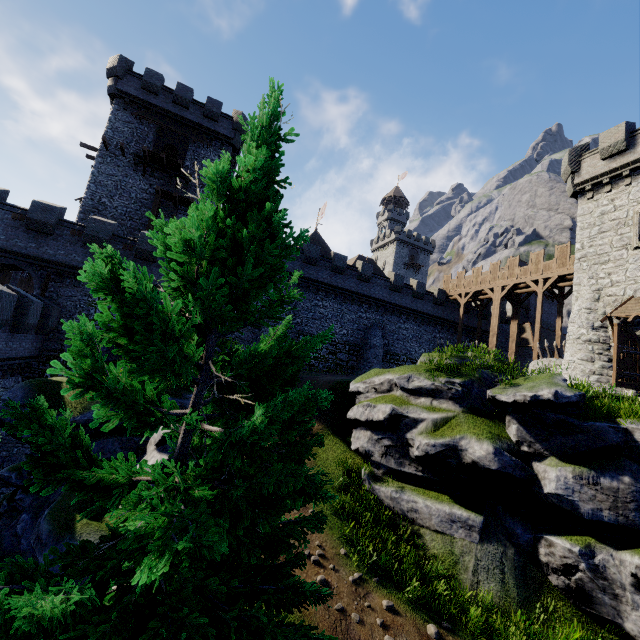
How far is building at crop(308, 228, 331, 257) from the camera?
48.0m

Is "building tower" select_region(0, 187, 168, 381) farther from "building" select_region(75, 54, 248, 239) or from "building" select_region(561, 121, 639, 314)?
"building" select_region(561, 121, 639, 314)

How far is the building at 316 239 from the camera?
48.03m

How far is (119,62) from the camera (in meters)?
A: 26.34

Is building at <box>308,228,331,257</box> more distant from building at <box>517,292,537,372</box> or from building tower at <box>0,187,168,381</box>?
building at <box>517,292,537,372</box>

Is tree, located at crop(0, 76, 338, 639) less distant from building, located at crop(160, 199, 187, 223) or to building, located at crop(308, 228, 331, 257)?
building, located at crop(160, 199, 187, 223)

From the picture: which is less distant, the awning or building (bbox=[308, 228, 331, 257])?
the awning

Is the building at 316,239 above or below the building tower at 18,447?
above
